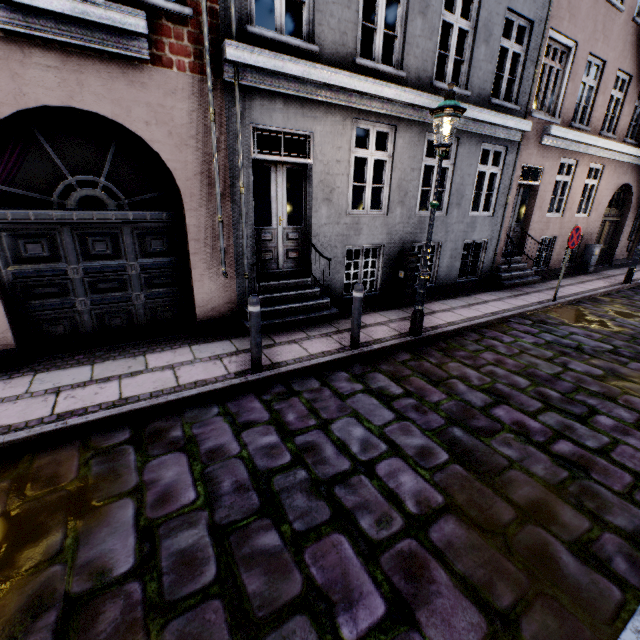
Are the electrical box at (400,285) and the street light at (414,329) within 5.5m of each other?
yes

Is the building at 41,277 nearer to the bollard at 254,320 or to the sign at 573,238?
the bollard at 254,320

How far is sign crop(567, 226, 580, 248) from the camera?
7.7 meters

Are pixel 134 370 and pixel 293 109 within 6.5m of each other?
yes

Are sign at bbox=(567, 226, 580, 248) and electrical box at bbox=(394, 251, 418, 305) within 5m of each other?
yes

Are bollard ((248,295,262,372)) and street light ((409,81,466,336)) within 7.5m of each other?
yes

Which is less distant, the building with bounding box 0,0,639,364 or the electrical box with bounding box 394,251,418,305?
the building with bounding box 0,0,639,364

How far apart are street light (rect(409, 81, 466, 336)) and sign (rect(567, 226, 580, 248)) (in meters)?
4.69
